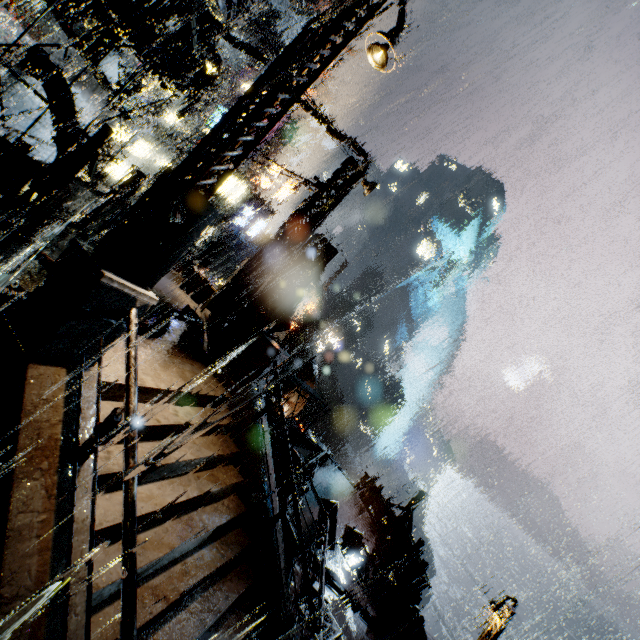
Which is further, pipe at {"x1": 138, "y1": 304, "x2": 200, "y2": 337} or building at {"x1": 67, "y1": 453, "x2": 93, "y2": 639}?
pipe at {"x1": 138, "y1": 304, "x2": 200, "y2": 337}

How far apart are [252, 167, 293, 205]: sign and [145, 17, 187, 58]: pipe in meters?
23.7

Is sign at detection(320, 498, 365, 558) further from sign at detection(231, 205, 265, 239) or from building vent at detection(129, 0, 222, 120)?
sign at detection(231, 205, 265, 239)

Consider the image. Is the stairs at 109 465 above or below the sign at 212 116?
below

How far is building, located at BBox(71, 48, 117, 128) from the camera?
14.71m

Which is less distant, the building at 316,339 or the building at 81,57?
the building at 81,57

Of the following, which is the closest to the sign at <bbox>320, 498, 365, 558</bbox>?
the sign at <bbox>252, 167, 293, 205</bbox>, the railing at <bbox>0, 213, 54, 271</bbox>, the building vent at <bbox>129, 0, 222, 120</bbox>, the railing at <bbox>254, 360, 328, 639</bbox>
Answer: the railing at <bbox>254, 360, 328, 639</bbox>

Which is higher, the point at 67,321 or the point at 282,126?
the point at 282,126
